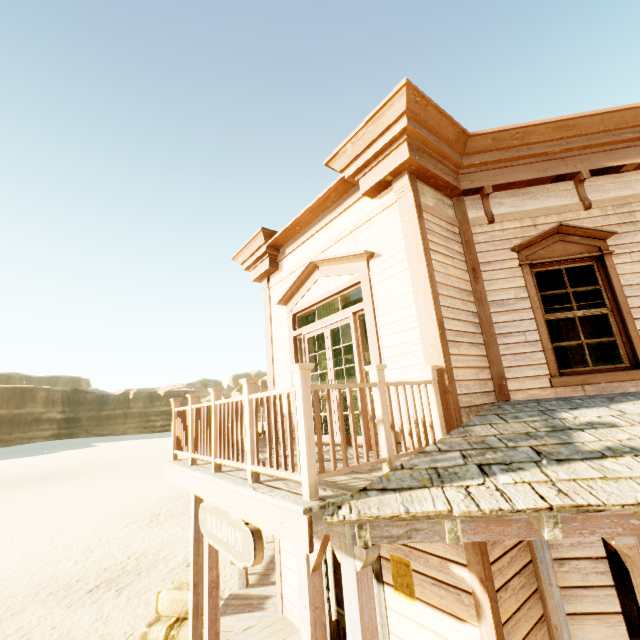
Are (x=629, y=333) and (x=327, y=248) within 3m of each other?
no

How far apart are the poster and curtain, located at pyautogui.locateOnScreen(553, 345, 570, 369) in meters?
3.2

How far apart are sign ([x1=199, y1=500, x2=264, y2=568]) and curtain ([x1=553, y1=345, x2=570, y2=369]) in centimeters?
437cm

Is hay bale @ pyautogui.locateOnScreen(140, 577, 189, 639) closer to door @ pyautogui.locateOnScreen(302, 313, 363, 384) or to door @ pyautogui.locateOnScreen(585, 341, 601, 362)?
door @ pyautogui.locateOnScreen(302, 313, 363, 384)

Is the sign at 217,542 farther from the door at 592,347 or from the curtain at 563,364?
the door at 592,347

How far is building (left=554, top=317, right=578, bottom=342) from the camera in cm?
727

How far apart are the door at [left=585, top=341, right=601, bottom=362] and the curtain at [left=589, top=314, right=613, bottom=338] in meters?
8.3

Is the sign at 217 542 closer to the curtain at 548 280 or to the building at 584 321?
the building at 584 321
